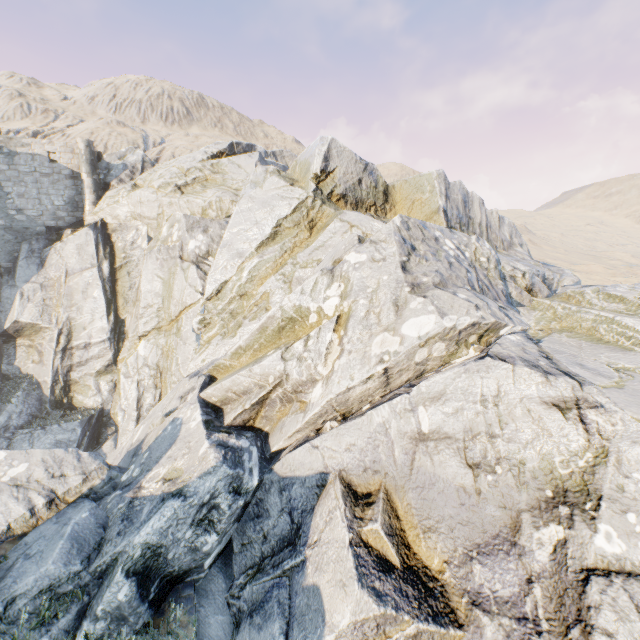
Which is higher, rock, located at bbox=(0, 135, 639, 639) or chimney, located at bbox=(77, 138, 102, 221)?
chimney, located at bbox=(77, 138, 102, 221)

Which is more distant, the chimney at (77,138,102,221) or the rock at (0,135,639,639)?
the chimney at (77,138,102,221)

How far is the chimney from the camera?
23.59m

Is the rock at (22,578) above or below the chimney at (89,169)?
below

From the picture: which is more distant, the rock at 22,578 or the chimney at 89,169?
the chimney at 89,169

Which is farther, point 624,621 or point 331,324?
point 331,324
